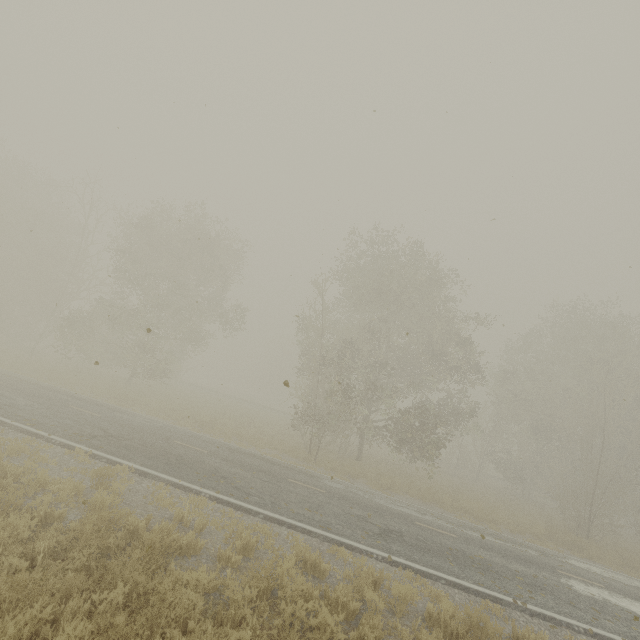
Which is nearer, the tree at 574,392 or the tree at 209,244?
the tree at 574,392

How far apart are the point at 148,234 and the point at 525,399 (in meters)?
34.48

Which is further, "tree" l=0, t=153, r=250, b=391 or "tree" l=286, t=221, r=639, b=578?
"tree" l=0, t=153, r=250, b=391
